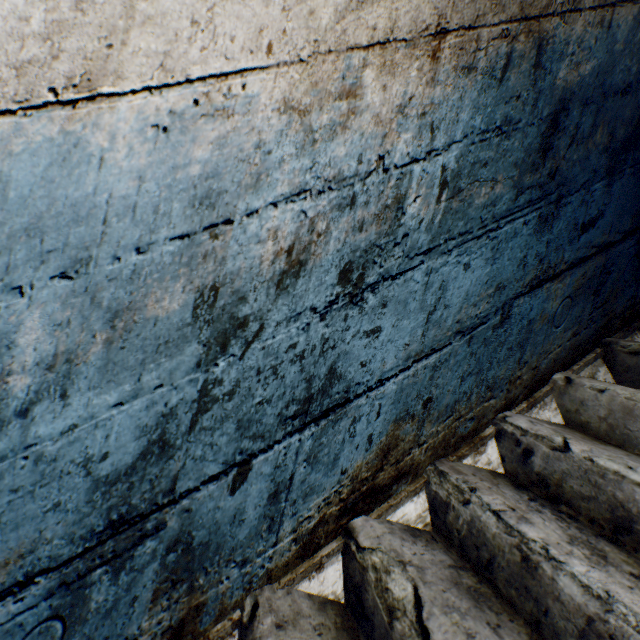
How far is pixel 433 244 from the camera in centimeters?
91cm
